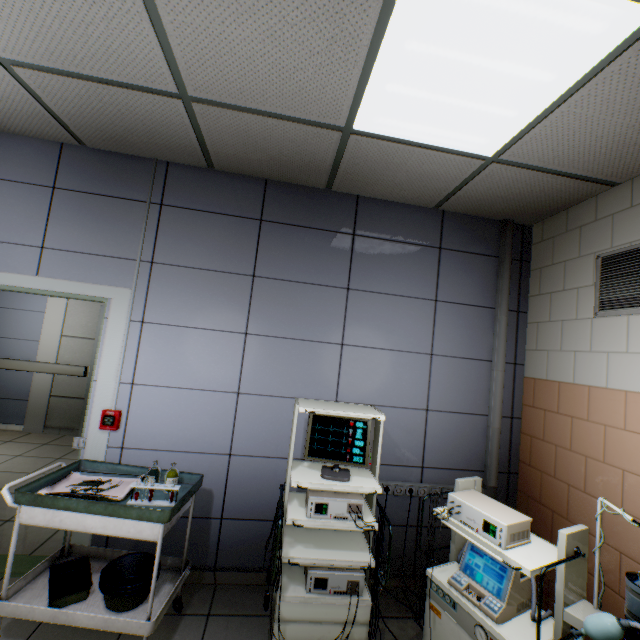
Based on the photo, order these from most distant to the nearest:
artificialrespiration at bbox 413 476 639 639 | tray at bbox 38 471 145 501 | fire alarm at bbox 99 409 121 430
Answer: fire alarm at bbox 99 409 121 430, tray at bbox 38 471 145 501, artificialrespiration at bbox 413 476 639 639

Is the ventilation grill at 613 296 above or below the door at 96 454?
above

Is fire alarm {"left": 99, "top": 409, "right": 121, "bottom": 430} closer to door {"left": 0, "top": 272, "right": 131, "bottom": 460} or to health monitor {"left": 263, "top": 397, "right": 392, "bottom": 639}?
door {"left": 0, "top": 272, "right": 131, "bottom": 460}

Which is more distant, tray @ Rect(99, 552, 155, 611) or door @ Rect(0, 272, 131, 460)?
door @ Rect(0, 272, 131, 460)

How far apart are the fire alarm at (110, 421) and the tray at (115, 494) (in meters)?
0.39

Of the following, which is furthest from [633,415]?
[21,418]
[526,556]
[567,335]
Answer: [21,418]

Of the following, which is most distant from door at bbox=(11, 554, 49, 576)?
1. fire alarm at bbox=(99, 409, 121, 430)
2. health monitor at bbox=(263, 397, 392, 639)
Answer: health monitor at bbox=(263, 397, 392, 639)

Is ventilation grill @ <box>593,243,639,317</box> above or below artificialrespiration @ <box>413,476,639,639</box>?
above
